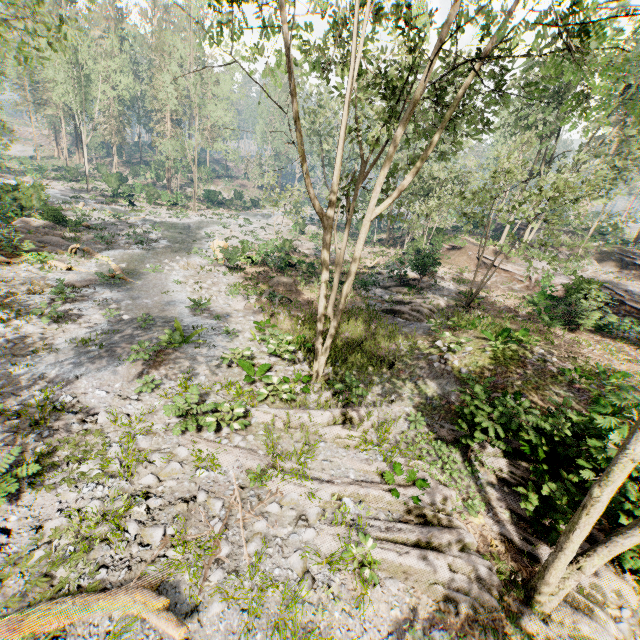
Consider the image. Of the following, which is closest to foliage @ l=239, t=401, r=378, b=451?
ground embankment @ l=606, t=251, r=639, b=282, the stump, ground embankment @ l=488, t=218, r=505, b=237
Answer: ground embankment @ l=606, t=251, r=639, b=282

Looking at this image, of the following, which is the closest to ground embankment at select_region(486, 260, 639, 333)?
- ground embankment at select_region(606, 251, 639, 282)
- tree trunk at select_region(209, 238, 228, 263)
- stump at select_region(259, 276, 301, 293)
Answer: ground embankment at select_region(606, 251, 639, 282)

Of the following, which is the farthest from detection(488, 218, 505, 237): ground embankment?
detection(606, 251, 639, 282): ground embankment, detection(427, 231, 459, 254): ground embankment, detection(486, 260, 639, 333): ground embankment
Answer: detection(486, 260, 639, 333): ground embankment

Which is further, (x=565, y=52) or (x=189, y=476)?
(x=565, y=52)

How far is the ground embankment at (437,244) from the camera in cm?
2254

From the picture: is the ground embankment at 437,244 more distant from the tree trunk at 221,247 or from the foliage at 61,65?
the tree trunk at 221,247
